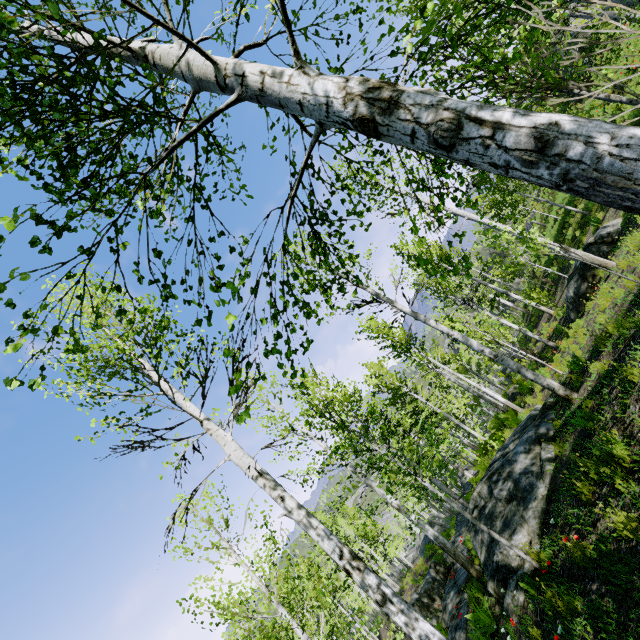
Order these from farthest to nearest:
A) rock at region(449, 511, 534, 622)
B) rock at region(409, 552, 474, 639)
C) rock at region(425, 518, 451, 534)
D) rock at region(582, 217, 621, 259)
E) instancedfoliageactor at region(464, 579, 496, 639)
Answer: rock at region(425, 518, 451, 534)
rock at region(582, 217, 621, 259)
rock at region(409, 552, 474, 639)
instancedfoliageactor at region(464, 579, 496, 639)
rock at region(449, 511, 534, 622)

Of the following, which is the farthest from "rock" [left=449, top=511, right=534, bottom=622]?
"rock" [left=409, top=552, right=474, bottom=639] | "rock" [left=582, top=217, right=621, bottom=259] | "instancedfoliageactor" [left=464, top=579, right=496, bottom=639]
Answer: "rock" [left=582, top=217, right=621, bottom=259]

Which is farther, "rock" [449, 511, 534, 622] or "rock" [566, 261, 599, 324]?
"rock" [566, 261, 599, 324]

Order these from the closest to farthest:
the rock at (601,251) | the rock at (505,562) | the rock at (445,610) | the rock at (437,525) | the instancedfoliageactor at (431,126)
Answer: the instancedfoliageactor at (431,126) < the rock at (505,562) < the rock at (445,610) < the rock at (601,251) < the rock at (437,525)

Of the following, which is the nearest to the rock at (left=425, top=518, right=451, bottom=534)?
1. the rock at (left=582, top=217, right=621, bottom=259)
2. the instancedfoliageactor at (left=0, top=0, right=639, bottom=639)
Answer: the instancedfoliageactor at (left=0, top=0, right=639, bottom=639)

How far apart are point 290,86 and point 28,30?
1.8 meters

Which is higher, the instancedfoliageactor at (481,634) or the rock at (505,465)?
the rock at (505,465)
